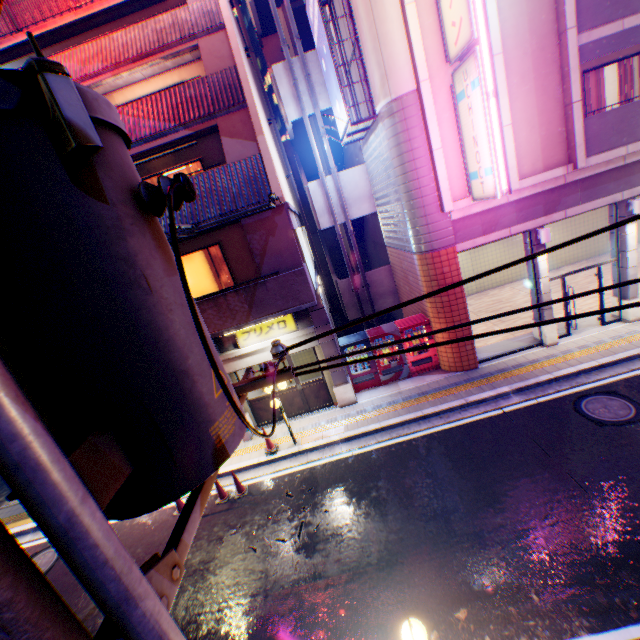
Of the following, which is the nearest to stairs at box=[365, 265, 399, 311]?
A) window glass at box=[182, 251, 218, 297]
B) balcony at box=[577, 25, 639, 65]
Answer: window glass at box=[182, 251, 218, 297]

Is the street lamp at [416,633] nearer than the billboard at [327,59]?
Yes

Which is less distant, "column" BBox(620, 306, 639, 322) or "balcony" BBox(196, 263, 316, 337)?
"balcony" BBox(196, 263, 316, 337)

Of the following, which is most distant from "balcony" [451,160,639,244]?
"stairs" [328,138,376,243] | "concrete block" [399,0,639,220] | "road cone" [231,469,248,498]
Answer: "road cone" [231,469,248,498]

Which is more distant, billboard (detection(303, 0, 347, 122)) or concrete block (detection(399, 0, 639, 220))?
billboard (detection(303, 0, 347, 122))

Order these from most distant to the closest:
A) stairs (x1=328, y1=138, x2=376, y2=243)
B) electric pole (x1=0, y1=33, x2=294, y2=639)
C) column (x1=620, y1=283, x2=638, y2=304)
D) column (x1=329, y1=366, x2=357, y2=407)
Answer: stairs (x1=328, y1=138, x2=376, y2=243) → column (x1=329, y1=366, x2=357, y2=407) → column (x1=620, y1=283, x2=638, y2=304) → electric pole (x1=0, y1=33, x2=294, y2=639)

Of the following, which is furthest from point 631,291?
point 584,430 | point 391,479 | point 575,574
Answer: point 391,479

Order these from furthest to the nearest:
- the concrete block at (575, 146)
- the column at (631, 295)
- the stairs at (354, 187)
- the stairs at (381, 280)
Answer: the stairs at (381, 280) → the stairs at (354, 187) → the column at (631, 295) → the concrete block at (575, 146)
